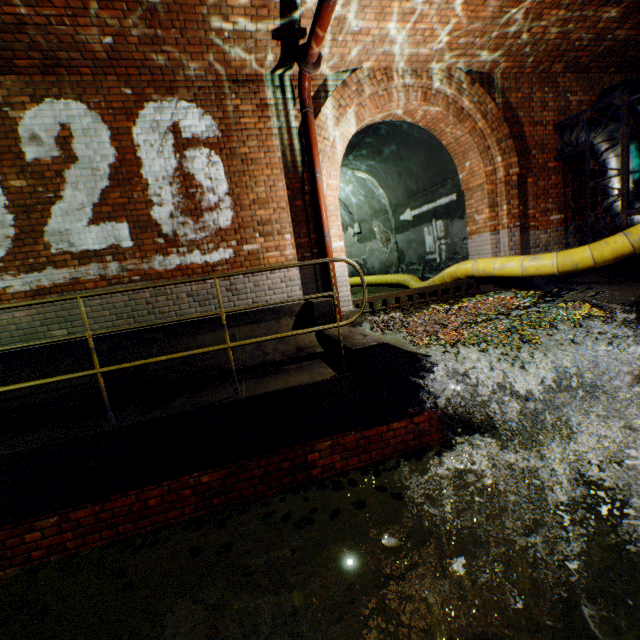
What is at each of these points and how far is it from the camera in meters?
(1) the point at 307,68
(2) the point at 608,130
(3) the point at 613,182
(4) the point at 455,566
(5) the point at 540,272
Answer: (1) pipe end, 4.6 m
(2) pipe, 5.9 m
(3) pipe, 5.9 m
(4) leaves, 2.5 m
(5) large conduit, 5.7 m

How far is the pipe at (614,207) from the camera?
5.9m

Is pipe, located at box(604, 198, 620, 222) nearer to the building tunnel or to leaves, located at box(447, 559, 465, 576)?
the building tunnel

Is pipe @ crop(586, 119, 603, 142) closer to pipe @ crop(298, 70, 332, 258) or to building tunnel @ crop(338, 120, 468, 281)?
building tunnel @ crop(338, 120, 468, 281)

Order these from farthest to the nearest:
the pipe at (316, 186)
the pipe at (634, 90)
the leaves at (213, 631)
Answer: the pipe at (634, 90)
the pipe at (316, 186)
the leaves at (213, 631)

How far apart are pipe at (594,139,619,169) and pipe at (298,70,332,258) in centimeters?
534cm

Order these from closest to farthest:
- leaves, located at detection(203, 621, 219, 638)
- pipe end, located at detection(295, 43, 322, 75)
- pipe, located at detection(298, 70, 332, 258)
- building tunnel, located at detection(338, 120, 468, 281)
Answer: leaves, located at detection(203, 621, 219, 638) < pipe end, located at detection(295, 43, 322, 75) < pipe, located at detection(298, 70, 332, 258) < building tunnel, located at detection(338, 120, 468, 281)

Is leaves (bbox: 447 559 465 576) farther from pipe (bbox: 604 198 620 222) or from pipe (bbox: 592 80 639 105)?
pipe (bbox: 592 80 639 105)
